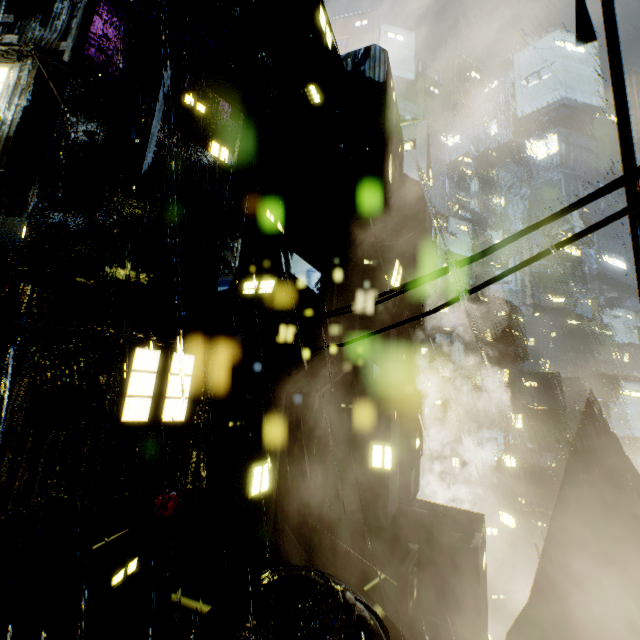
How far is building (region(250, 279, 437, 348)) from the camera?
12.1m

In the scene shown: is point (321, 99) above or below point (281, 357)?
above

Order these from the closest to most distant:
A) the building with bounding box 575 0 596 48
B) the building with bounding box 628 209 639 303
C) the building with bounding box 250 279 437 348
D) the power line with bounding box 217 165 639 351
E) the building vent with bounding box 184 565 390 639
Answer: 1. the power line with bounding box 217 165 639 351
2. the building with bounding box 628 209 639 303
3. the building with bounding box 575 0 596 48
4. the building vent with bounding box 184 565 390 639
5. the building with bounding box 250 279 437 348

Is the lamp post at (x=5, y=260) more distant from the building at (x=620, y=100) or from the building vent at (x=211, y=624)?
the building vent at (x=211, y=624)

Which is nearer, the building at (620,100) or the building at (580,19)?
the building at (620,100)

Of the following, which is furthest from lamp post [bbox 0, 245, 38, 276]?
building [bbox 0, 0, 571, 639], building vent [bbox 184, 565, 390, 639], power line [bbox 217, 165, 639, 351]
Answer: building vent [bbox 184, 565, 390, 639]

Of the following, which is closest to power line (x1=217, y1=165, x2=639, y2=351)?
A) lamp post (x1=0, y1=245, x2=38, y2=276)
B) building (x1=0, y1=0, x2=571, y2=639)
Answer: building (x1=0, y1=0, x2=571, y2=639)
